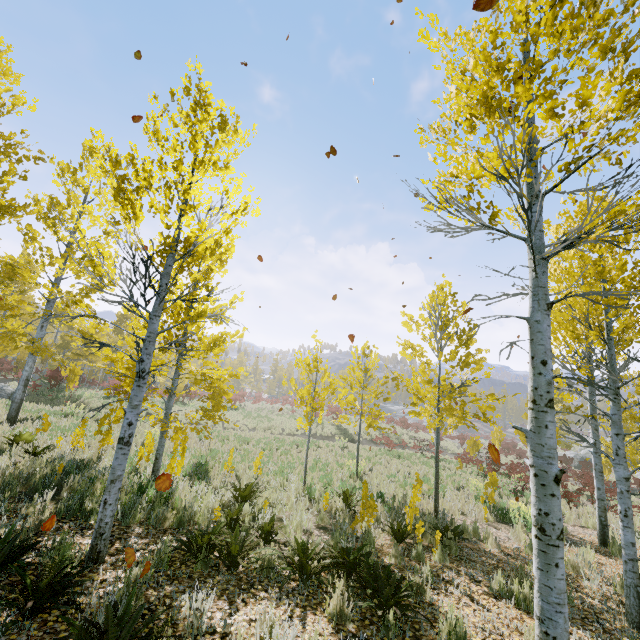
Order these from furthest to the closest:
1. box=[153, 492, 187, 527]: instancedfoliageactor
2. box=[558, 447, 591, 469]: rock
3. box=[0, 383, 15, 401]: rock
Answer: box=[558, 447, 591, 469]: rock
box=[0, 383, 15, 401]: rock
box=[153, 492, 187, 527]: instancedfoliageactor

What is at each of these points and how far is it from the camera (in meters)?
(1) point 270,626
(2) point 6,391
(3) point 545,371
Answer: (1) instancedfoliageactor, 3.37
(2) rock, 20.77
(3) instancedfoliageactor, 2.83

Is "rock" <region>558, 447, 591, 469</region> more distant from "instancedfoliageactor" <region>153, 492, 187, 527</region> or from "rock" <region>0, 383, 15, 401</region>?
"rock" <region>0, 383, 15, 401</region>

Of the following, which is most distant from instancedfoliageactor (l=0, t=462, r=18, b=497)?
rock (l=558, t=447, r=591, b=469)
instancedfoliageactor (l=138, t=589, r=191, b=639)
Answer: rock (l=558, t=447, r=591, b=469)

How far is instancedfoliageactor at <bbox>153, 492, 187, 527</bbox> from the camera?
5.64m

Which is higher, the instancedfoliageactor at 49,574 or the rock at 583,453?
the instancedfoliageactor at 49,574

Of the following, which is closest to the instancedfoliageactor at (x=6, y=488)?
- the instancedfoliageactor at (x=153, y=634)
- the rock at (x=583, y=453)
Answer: the instancedfoliageactor at (x=153, y=634)
